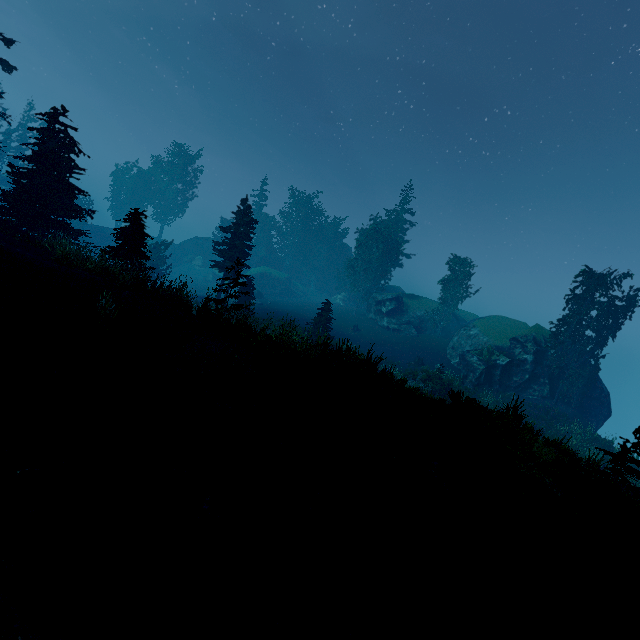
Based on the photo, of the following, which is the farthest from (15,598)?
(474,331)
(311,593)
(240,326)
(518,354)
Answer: (474,331)

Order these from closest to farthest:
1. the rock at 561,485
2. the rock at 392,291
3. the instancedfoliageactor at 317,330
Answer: the instancedfoliageactor at 317,330 → the rock at 561,485 → the rock at 392,291

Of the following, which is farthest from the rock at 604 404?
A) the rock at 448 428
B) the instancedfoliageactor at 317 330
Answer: the rock at 448 428

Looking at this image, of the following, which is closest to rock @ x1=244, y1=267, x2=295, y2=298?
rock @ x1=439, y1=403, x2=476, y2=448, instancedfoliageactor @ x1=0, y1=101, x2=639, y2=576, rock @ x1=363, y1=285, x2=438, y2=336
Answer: instancedfoliageactor @ x1=0, y1=101, x2=639, y2=576

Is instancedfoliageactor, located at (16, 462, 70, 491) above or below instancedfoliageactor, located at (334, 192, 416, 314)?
below

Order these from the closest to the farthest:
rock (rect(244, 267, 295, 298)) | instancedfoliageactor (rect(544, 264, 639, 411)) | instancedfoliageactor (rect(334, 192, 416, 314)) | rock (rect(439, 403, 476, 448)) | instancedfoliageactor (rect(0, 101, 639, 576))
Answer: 1. instancedfoliageactor (rect(0, 101, 639, 576))
2. rock (rect(439, 403, 476, 448))
3. instancedfoliageactor (rect(544, 264, 639, 411))
4. instancedfoliageactor (rect(334, 192, 416, 314))
5. rock (rect(244, 267, 295, 298))

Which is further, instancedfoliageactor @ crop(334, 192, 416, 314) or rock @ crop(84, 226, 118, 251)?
rock @ crop(84, 226, 118, 251)

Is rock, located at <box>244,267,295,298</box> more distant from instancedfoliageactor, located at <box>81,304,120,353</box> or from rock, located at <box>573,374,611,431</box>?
rock, located at <box>573,374,611,431</box>
